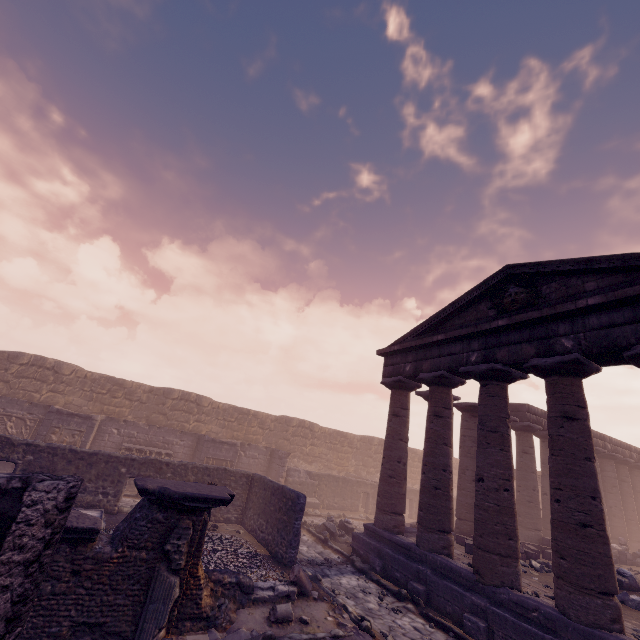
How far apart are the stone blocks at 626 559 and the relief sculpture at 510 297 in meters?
14.4

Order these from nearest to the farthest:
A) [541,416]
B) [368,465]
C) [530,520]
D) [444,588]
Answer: [444,588], [530,520], [541,416], [368,465]

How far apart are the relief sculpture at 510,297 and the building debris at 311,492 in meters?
14.4 m

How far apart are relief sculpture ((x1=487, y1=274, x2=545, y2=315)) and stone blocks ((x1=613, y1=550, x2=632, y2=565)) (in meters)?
14.36

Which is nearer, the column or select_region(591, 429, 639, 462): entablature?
the column

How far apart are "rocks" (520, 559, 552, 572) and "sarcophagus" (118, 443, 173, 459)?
15.0 meters

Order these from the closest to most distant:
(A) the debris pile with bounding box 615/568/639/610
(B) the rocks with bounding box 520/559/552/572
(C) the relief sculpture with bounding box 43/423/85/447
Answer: (A) the debris pile with bounding box 615/568/639/610, (B) the rocks with bounding box 520/559/552/572, (C) the relief sculpture with bounding box 43/423/85/447

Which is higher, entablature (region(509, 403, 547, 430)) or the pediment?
the pediment
